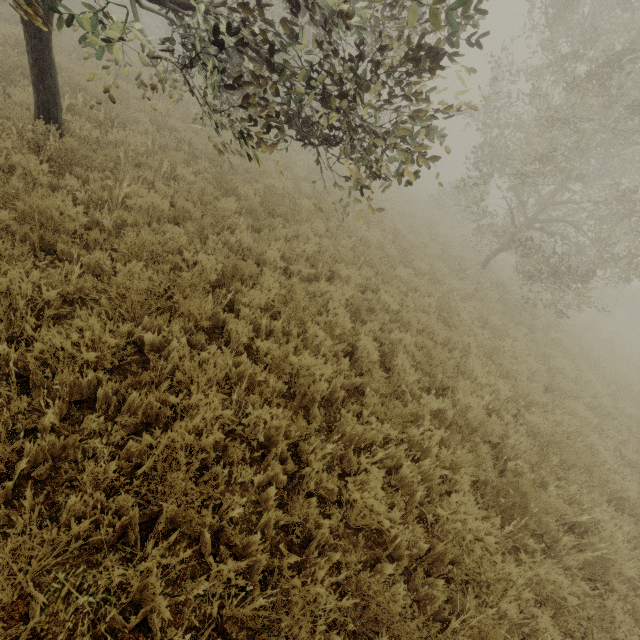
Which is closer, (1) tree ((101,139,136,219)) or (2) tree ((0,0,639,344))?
(2) tree ((0,0,639,344))

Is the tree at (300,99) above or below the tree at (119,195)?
above

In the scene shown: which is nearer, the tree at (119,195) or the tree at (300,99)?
the tree at (300,99)

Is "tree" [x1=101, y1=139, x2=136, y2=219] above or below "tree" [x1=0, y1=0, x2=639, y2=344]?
below

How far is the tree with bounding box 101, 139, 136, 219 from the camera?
5.0 meters

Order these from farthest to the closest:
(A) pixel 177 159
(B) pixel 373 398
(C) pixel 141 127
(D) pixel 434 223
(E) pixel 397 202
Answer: (E) pixel 397 202, (D) pixel 434 223, (C) pixel 141 127, (A) pixel 177 159, (B) pixel 373 398
